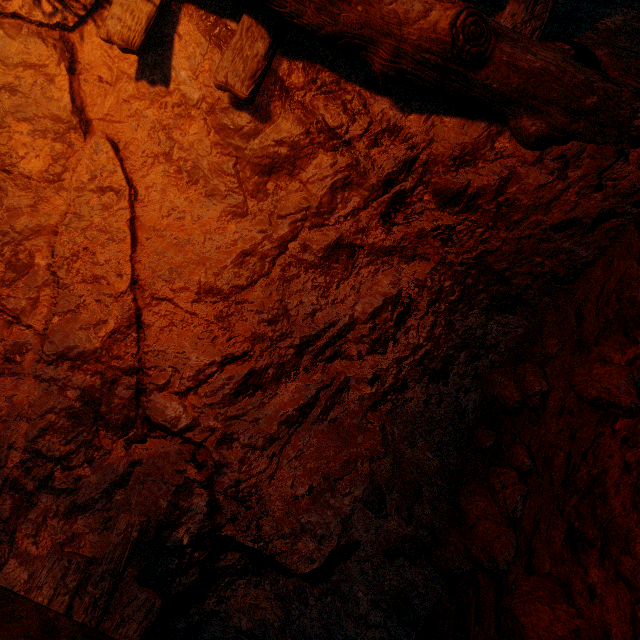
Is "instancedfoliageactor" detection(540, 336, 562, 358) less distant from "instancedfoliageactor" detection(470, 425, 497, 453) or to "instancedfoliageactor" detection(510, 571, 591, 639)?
"instancedfoliageactor" detection(470, 425, 497, 453)

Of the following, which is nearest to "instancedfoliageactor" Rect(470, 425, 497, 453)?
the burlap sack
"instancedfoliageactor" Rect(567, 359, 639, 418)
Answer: the burlap sack

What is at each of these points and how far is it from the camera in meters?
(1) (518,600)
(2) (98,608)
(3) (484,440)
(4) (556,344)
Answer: (1) instancedfoliageactor, 1.1
(2) burlap sack, 1.8
(3) instancedfoliageactor, 1.9
(4) instancedfoliageactor, 1.7

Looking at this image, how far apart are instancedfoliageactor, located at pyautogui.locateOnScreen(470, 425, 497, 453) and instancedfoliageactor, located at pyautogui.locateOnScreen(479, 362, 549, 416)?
0.1 meters

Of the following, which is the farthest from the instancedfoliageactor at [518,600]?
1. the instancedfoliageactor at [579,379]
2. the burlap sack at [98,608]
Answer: the instancedfoliageactor at [579,379]

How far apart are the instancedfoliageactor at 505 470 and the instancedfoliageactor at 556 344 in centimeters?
22cm

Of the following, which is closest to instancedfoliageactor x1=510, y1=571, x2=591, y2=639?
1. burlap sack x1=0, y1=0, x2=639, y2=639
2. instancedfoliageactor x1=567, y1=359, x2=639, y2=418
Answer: burlap sack x1=0, y1=0, x2=639, y2=639
